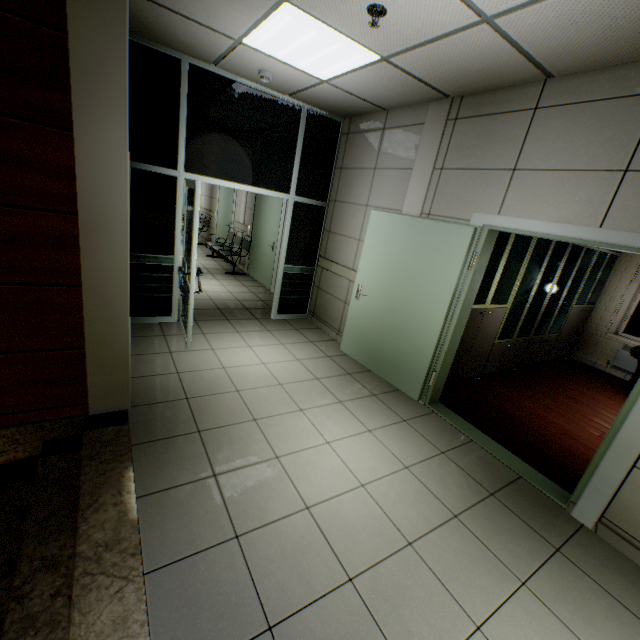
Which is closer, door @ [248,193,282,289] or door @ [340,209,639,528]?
door @ [340,209,639,528]

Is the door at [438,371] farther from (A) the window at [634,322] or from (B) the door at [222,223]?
(B) the door at [222,223]

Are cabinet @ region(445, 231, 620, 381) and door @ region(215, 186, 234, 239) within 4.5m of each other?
no

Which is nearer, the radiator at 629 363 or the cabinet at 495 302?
the cabinet at 495 302

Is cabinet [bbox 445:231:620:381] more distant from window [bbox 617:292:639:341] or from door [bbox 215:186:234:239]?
door [bbox 215:186:234:239]

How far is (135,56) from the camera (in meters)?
3.46

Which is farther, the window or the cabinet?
the window

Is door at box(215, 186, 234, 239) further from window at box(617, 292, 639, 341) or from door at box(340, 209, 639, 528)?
window at box(617, 292, 639, 341)
